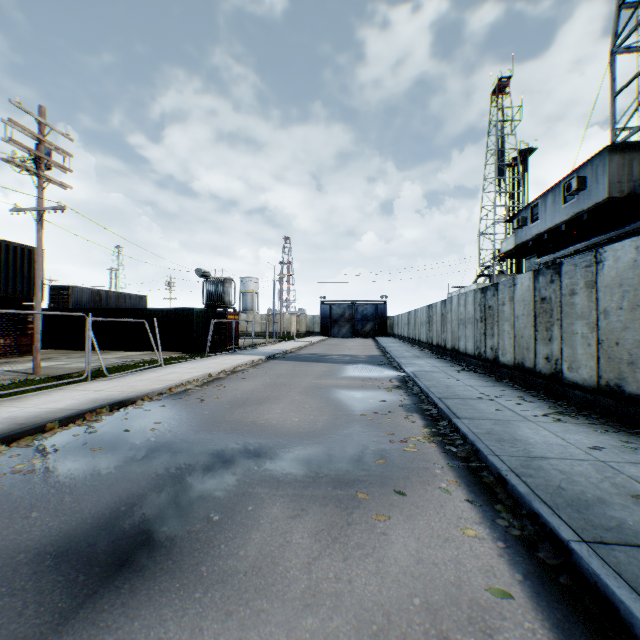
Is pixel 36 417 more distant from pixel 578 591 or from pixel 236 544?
pixel 578 591

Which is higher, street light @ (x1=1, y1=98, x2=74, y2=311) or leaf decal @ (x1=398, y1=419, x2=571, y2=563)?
street light @ (x1=1, y1=98, x2=74, y2=311)

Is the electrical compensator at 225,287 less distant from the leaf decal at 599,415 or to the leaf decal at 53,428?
the leaf decal at 53,428

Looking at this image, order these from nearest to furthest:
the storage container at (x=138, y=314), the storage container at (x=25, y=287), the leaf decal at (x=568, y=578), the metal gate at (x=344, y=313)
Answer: the leaf decal at (x=568, y=578), the storage container at (x=25, y=287), the storage container at (x=138, y=314), the metal gate at (x=344, y=313)

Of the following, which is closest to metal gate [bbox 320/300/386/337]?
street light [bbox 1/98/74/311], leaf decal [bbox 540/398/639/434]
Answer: street light [bbox 1/98/74/311]

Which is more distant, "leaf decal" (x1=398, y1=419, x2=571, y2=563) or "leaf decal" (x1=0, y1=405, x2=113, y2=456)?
"leaf decal" (x1=0, y1=405, x2=113, y2=456)

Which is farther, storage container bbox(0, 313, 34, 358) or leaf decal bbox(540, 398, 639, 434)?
storage container bbox(0, 313, 34, 358)

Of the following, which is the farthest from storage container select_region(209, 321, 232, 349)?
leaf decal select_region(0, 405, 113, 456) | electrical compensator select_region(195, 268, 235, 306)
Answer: leaf decal select_region(0, 405, 113, 456)
